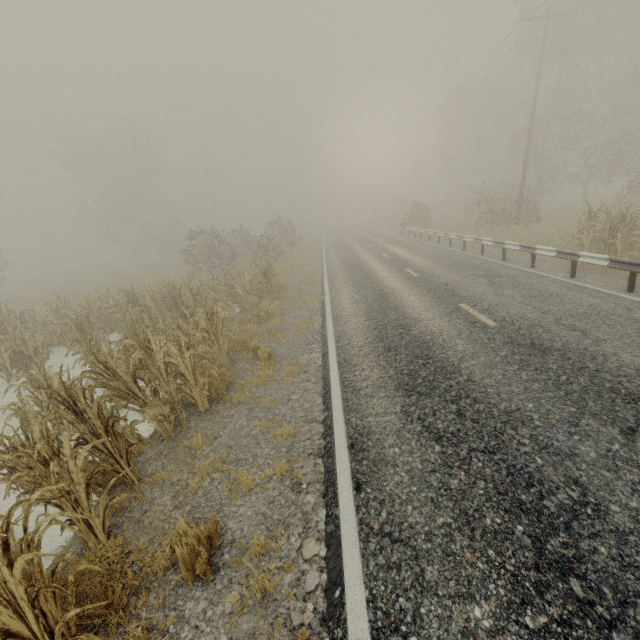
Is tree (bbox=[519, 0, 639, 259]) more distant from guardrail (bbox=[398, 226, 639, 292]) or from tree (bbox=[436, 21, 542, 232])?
A: tree (bbox=[436, 21, 542, 232])

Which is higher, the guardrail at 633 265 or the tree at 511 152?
the tree at 511 152

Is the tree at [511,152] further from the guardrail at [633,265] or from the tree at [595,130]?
the tree at [595,130]

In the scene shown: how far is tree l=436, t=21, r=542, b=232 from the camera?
24.12m

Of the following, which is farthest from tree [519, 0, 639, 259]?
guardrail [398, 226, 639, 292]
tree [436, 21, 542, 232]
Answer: tree [436, 21, 542, 232]

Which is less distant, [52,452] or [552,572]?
[552,572]
